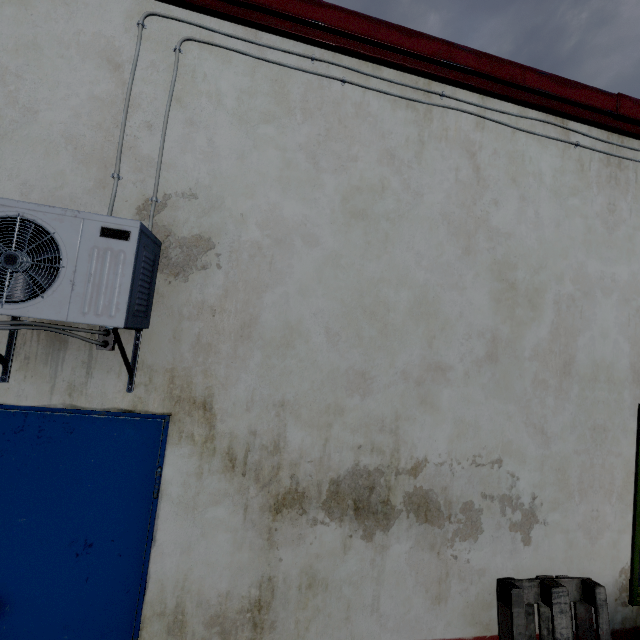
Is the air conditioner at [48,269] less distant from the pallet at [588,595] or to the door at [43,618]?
the door at [43,618]

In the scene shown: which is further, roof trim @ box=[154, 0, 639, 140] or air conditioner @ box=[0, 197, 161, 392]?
roof trim @ box=[154, 0, 639, 140]

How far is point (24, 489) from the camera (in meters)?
1.86

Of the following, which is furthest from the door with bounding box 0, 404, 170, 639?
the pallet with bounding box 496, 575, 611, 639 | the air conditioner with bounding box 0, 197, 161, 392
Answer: the pallet with bounding box 496, 575, 611, 639

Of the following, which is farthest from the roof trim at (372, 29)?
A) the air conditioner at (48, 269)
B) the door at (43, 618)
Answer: the door at (43, 618)

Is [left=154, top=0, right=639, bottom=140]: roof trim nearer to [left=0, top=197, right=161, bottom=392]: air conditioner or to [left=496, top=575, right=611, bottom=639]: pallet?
[left=0, top=197, right=161, bottom=392]: air conditioner

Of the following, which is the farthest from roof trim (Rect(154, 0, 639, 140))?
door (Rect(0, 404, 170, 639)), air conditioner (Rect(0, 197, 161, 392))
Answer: door (Rect(0, 404, 170, 639))

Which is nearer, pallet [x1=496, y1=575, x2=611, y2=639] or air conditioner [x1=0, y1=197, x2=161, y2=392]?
air conditioner [x1=0, y1=197, x2=161, y2=392]
